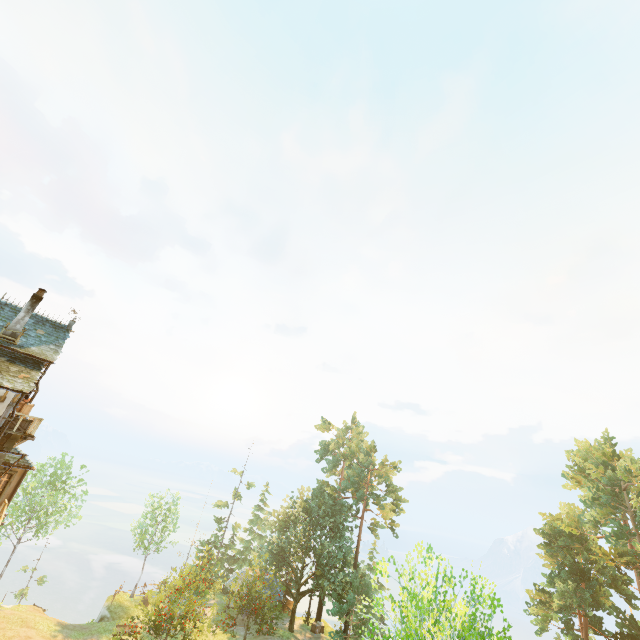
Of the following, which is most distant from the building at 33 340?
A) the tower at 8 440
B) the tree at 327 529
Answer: the tree at 327 529

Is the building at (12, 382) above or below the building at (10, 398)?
above

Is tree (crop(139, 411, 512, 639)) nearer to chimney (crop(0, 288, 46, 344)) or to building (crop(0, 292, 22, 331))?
building (crop(0, 292, 22, 331))

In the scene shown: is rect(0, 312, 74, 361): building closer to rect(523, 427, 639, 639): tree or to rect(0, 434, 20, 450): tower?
rect(0, 434, 20, 450): tower

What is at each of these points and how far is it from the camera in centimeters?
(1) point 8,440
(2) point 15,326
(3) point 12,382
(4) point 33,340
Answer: (1) tower, 1698cm
(2) chimney, 1839cm
(3) building, 1627cm
(4) building, 1930cm

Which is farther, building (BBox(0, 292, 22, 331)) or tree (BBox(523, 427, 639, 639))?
tree (BBox(523, 427, 639, 639))

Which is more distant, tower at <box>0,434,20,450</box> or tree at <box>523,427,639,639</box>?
tree at <box>523,427,639,639</box>

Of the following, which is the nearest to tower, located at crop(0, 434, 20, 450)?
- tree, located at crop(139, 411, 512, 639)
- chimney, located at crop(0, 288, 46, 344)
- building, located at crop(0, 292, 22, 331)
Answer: building, located at crop(0, 292, 22, 331)
